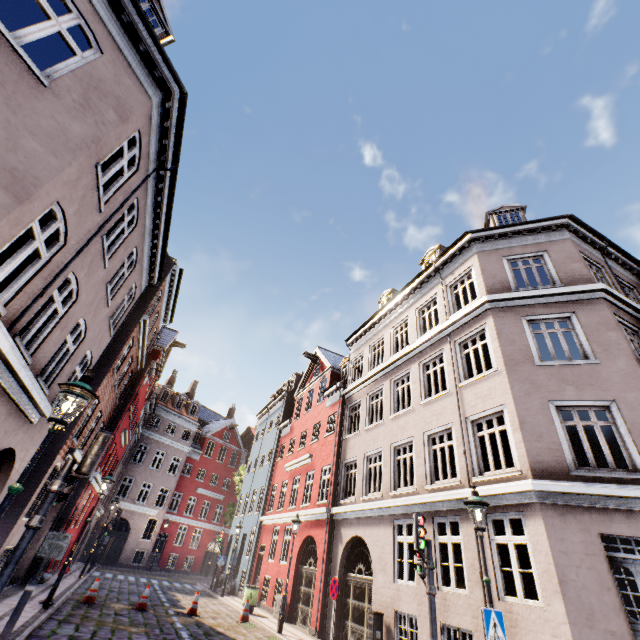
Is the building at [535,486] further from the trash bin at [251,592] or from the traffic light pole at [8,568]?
the traffic light pole at [8,568]

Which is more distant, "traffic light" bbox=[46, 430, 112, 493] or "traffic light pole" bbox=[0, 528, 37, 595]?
"traffic light" bbox=[46, 430, 112, 493]

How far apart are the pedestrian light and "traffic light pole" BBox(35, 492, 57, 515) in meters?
0.0 m

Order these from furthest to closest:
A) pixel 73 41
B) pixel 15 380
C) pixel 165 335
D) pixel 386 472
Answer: pixel 165 335
pixel 386 472
pixel 15 380
pixel 73 41

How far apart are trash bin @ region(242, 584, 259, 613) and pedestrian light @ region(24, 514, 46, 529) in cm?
1444

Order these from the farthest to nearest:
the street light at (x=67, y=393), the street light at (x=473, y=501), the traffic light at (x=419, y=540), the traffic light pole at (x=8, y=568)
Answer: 1. the traffic light at (x=419, y=540)
2. the street light at (x=473, y=501)
3. the traffic light pole at (x=8, y=568)
4. the street light at (x=67, y=393)

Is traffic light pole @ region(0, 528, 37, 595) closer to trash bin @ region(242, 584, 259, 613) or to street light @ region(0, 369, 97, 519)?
street light @ region(0, 369, 97, 519)

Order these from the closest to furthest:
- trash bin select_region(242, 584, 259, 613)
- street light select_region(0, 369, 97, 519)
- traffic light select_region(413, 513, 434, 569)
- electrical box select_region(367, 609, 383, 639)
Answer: street light select_region(0, 369, 97, 519)
traffic light select_region(413, 513, 434, 569)
electrical box select_region(367, 609, 383, 639)
trash bin select_region(242, 584, 259, 613)
